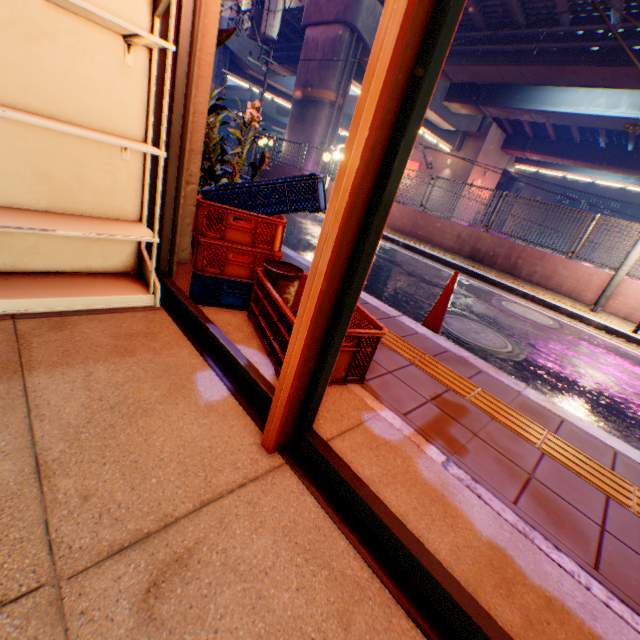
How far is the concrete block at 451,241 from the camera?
8.9m

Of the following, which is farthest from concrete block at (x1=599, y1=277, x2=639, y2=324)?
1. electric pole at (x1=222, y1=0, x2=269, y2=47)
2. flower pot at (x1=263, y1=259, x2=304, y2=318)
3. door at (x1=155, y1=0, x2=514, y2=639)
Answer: door at (x1=155, y1=0, x2=514, y2=639)

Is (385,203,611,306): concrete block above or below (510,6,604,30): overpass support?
below

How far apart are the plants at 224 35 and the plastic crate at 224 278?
1.0 meters

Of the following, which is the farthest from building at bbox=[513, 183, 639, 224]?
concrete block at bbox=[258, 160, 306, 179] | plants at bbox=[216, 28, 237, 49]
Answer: plants at bbox=[216, 28, 237, 49]

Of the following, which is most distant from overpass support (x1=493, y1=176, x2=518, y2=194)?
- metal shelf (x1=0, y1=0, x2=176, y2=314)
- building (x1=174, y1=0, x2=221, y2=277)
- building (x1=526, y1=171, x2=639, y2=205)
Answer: metal shelf (x1=0, y1=0, x2=176, y2=314)

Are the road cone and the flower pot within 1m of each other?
no

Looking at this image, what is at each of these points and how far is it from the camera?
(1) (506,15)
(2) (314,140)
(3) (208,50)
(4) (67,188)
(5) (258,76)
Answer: (1) overpass support, 13.8m
(2) overpass support, 17.8m
(3) building, 2.5m
(4) metal shelf, 2.0m
(5) overpass support, 26.9m
